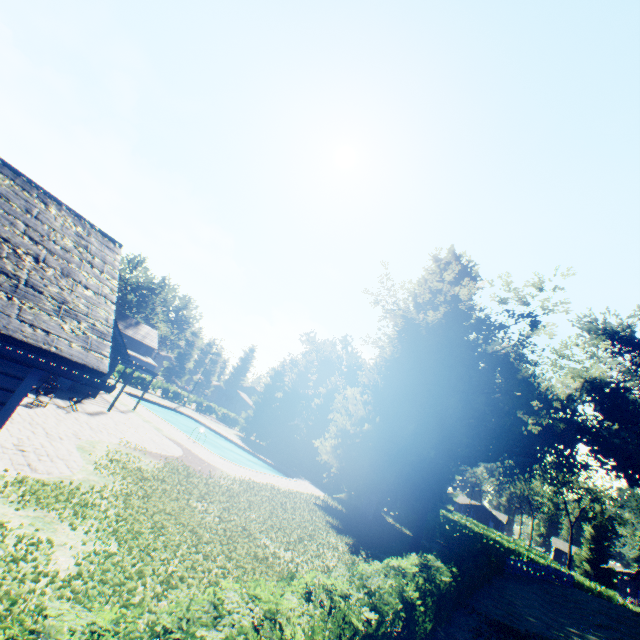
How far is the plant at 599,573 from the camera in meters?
58.1 m

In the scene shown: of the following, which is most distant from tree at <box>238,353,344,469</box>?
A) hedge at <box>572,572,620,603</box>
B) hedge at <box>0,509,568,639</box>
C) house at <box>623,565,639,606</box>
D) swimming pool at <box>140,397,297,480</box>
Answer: Answer: house at <box>623,565,639,606</box>

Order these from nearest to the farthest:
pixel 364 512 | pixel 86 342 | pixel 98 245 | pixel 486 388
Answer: pixel 86 342 < pixel 98 245 < pixel 486 388 < pixel 364 512

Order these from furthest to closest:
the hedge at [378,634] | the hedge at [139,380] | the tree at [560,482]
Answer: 1. the tree at [560,482]
2. the hedge at [139,380]
3. the hedge at [378,634]

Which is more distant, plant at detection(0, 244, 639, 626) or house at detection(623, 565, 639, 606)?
house at detection(623, 565, 639, 606)

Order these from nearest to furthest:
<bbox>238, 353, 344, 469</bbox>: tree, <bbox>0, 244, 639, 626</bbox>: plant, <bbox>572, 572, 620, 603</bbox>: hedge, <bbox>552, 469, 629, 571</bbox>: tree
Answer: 1. <bbox>0, 244, 639, 626</bbox>: plant
2. <bbox>572, 572, 620, 603</bbox>: hedge
3. <bbox>238, 353, 344, 469</bbox>: tree
4. <bbox>552, 469, 629, 571</bbox>: tree

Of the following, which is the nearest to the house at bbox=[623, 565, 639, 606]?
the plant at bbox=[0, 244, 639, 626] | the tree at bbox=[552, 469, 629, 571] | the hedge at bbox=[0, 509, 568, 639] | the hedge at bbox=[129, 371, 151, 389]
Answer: the plant at bbox=[0, 244, 639, 626]

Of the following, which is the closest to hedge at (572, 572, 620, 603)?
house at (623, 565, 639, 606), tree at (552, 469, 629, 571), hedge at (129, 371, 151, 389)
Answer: house at (623, 565, 639, 606)
